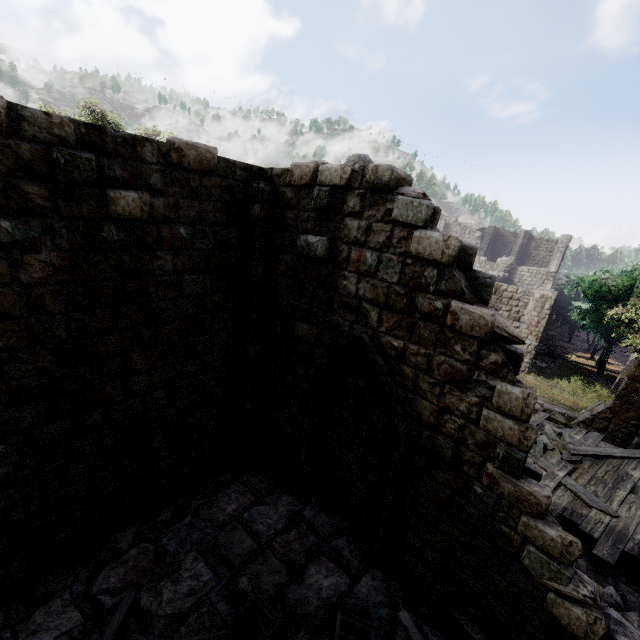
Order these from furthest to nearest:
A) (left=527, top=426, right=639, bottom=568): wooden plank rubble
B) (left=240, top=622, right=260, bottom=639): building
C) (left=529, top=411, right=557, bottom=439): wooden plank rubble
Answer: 1. (left=529, top=411, right=557, bottom=439): wooden plank rubble
2. (left=527, top=426, right=639, bottom=568): wooden plank rubble
3. (left=240, top=622, right=260, bottom=639): building

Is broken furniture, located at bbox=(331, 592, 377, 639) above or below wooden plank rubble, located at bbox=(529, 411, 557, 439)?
below

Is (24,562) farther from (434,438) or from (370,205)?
(370,205)

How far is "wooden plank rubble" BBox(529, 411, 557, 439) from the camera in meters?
11.0

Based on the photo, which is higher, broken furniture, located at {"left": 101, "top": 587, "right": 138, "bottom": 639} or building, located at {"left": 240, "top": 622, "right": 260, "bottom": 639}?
broken furniture, located at {"left": 101, "top": 587, "right": 138, "bottom": 639}

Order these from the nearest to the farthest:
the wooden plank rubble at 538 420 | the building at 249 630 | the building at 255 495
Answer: the building at 255 495 < the building at 249 630 < the wooden plank rubble at 538 420

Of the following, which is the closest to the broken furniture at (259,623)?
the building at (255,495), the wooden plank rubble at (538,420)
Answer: the building at (255,495)

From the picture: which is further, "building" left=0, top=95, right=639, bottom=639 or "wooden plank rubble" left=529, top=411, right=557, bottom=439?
"wooden plank rubble" left=529, top=411, right=557, bottom=439
